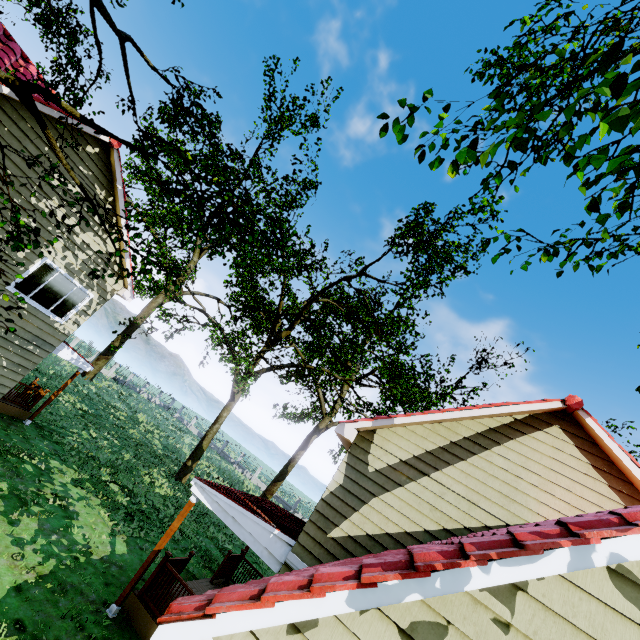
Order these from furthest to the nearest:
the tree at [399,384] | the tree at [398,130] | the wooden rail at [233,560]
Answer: the wooden rail at [233,560]
the tree at [398,130]
the tree at [399,384]

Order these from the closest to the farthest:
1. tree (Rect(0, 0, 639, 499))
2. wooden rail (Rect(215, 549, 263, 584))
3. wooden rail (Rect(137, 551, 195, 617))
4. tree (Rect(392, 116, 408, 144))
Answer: tree (Rect(0, 0, 639, 499)), tree (Rect(392, 116, 408, 144)), wooden rail (Rect(137, 551, 195, 617)), wooden rail (Rect(215, 549, 263, 584))

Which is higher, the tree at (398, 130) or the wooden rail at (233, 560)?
the tree at (398, 130)

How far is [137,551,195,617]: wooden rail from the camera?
7.67m

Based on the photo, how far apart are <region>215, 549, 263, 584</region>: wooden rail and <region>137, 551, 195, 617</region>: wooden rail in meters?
2.6

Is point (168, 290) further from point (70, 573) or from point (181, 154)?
point (70, 573)

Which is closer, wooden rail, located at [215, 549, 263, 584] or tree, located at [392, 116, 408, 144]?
tree, located at [392, 116, 408, 144]

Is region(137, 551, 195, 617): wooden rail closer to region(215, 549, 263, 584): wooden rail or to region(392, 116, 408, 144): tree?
region(215, 549, 263, 584): wooden rail
